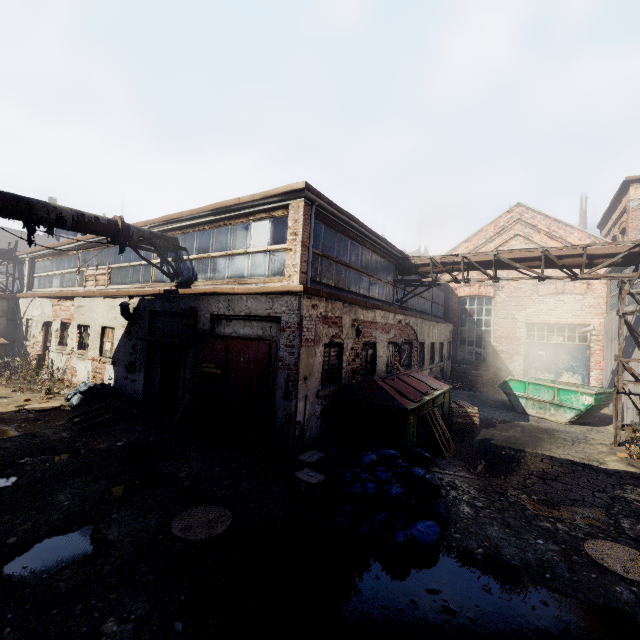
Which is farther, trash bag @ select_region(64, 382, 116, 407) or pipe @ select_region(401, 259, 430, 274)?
pipe @ select_region(401, 259, 430, 274)

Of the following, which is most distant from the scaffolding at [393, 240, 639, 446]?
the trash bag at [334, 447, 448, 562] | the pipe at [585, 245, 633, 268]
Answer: the trash bag at [334, 447, 448, 562]

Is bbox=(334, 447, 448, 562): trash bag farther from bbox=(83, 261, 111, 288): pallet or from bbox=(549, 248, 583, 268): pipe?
bbox=(83, 261, 111, 288): pallet

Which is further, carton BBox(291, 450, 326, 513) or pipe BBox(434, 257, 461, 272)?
pipe BBox(434, 257, 461, 272)

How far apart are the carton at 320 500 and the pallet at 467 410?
6.58m

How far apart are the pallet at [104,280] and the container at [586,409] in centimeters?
1684cm

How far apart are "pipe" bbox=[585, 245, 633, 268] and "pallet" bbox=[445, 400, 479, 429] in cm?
415

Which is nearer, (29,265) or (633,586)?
(633,586)
